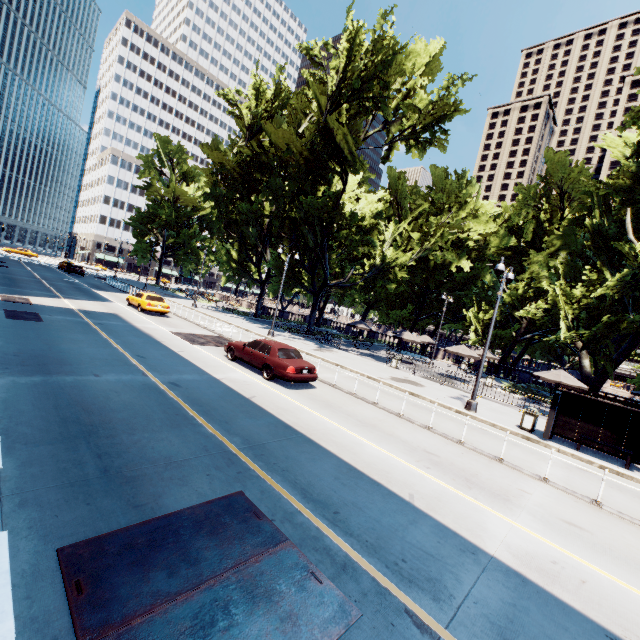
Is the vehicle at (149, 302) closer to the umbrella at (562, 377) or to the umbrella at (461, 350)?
the umbrella at (461, 350)

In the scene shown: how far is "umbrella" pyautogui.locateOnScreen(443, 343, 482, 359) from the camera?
25.8 meters

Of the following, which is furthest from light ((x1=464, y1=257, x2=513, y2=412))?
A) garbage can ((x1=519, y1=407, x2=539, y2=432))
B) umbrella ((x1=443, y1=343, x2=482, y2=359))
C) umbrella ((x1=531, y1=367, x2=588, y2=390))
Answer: umbrella ((x1=443, y1=343, x2=482, y2=359))

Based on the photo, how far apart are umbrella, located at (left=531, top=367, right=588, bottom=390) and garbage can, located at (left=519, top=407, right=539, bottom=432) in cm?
586

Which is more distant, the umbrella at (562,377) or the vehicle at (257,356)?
the umbrella at (562,377)

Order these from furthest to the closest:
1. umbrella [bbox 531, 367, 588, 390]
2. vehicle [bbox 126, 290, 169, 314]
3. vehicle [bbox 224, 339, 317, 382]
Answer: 1. vehicle [bbox 126, 290, 169, 314]
2. umbrella [bbox 531, 367, 588, 390]
3. vehicle [bbox 224, 339, 317, 382]

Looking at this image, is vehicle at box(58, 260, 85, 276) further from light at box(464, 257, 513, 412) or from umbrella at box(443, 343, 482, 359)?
umbrella at box(443, 343, 482, 359)

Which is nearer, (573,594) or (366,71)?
(573,594)
